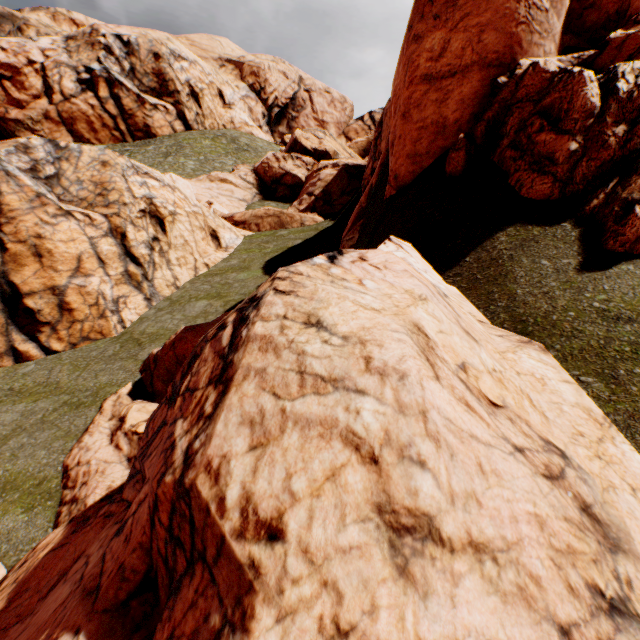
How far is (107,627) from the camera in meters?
2.3 m
